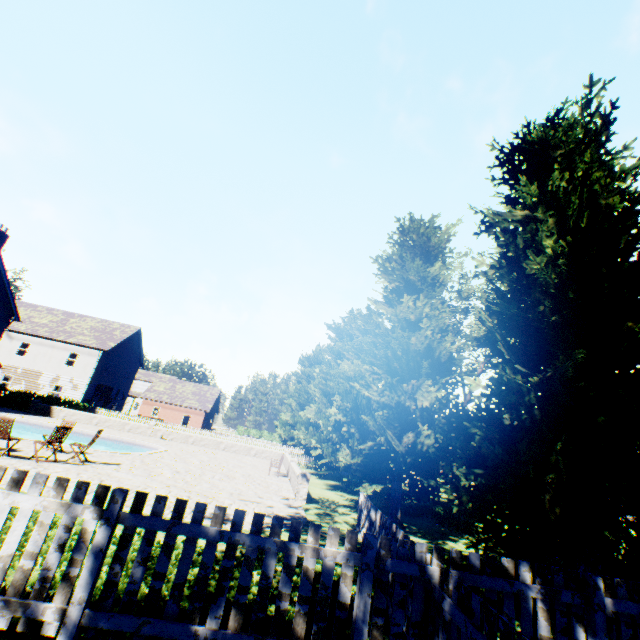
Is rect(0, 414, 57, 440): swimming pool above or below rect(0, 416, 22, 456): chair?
below

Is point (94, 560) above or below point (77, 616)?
above

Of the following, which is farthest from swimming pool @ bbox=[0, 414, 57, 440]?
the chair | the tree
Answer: the tree

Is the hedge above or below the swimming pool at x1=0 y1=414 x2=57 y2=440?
above

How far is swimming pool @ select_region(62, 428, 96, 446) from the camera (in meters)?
20.17

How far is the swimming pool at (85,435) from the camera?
20.17m
